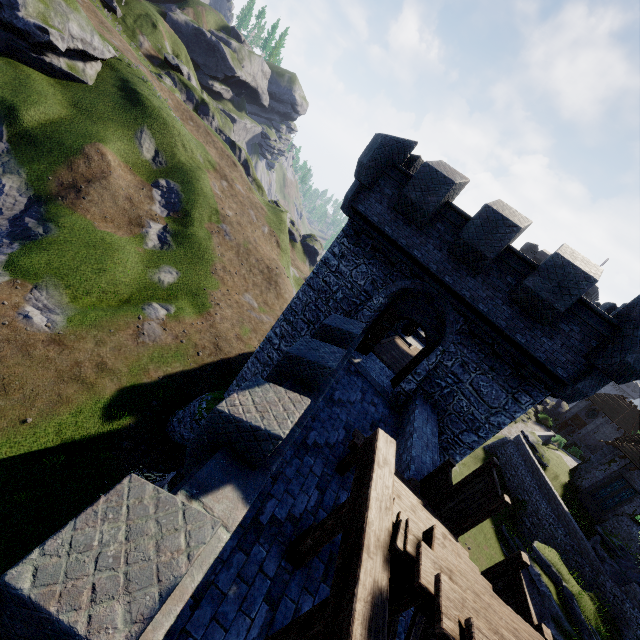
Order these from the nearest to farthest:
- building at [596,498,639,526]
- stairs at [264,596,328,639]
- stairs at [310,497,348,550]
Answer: stairs at [264,596,328,639], stairs at [310,497,348,550], building at [596,498,639,526]

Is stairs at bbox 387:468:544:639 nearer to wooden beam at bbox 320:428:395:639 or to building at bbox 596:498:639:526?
wooden beam at bbox 320:428:395:639

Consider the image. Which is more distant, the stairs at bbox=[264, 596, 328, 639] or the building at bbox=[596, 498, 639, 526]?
the building at bbox=[596, 498, 639, 526]

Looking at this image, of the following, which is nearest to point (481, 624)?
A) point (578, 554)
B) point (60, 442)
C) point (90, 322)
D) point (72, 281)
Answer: point (60, 442)

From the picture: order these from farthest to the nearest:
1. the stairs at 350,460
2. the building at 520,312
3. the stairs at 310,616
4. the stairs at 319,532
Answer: the building at 520,312
the stairs at 350,460
the stairs at 319,532
the stairs at 310,616

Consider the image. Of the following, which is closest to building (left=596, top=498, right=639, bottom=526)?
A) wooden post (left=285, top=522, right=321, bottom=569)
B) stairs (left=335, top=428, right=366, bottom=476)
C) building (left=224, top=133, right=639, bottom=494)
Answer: building (left=224, top=133, right=639, bottom=494)

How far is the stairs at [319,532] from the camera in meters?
5.2

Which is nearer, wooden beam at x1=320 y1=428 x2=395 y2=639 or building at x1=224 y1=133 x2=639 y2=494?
wooden beam at x1=320 y1=428 x2=395 y2=639
